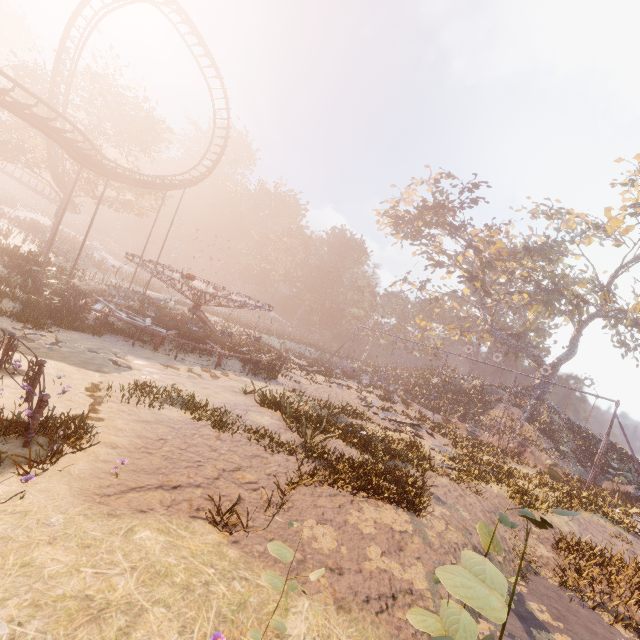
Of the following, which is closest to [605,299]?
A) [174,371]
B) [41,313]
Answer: [174,371]

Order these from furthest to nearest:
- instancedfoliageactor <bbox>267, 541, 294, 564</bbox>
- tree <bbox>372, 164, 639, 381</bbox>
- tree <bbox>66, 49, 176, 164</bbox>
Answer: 1. tree <bbox>372, 164, 639, 381</bbox>
2. tree <bbox>66, 49, 176, 164</bbox>
3. instancedfoliageactor <bbox>267, 541, 294, 564</bbox>

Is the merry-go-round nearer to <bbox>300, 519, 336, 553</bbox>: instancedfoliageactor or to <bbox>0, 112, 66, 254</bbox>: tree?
<bbox>300, 519, 336, 553</bbox>: instancedfoliageactor

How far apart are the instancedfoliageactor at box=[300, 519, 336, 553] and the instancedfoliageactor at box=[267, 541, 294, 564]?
2.5m

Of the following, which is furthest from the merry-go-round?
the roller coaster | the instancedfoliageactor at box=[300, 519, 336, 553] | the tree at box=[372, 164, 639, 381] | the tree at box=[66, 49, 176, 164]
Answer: the tree at box=[372, 164, 639, 381]

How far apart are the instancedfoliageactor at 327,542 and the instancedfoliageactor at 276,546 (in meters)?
2.52

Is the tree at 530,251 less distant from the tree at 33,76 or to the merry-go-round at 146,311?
the merry-go-round at 146,311

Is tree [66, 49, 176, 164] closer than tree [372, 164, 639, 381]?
Yes
